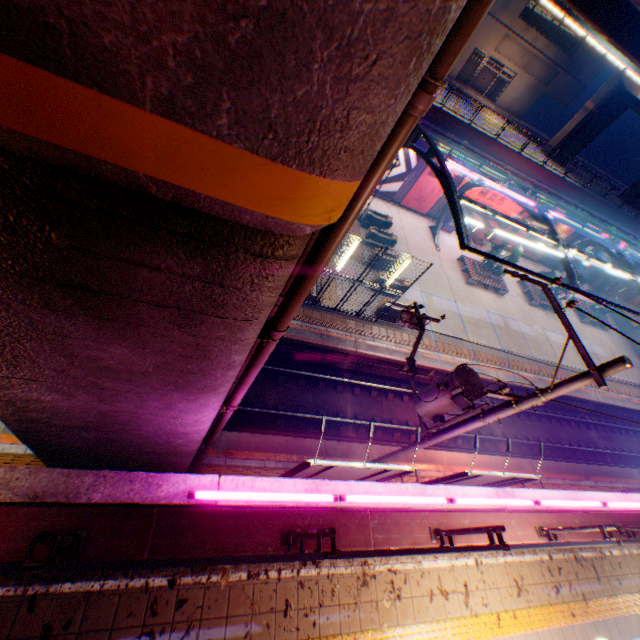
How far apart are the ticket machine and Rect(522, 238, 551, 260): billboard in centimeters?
2012cm

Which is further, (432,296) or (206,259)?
(432,296)

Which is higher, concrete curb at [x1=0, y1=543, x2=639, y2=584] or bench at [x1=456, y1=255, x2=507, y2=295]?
concrete curb at [x1=0, y1=543, x2=639, y2=584]

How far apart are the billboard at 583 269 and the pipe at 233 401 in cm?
3943

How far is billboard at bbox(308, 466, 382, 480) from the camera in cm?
711

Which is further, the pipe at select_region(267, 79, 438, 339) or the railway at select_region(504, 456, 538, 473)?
the railway at select_region(504, 456, 538, 473)

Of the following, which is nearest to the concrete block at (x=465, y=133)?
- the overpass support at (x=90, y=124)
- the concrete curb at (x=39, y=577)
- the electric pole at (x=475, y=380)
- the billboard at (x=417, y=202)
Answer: the billboard at (x=417, y=202)

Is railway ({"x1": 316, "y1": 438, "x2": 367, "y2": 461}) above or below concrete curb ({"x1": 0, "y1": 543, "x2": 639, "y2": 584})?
below
